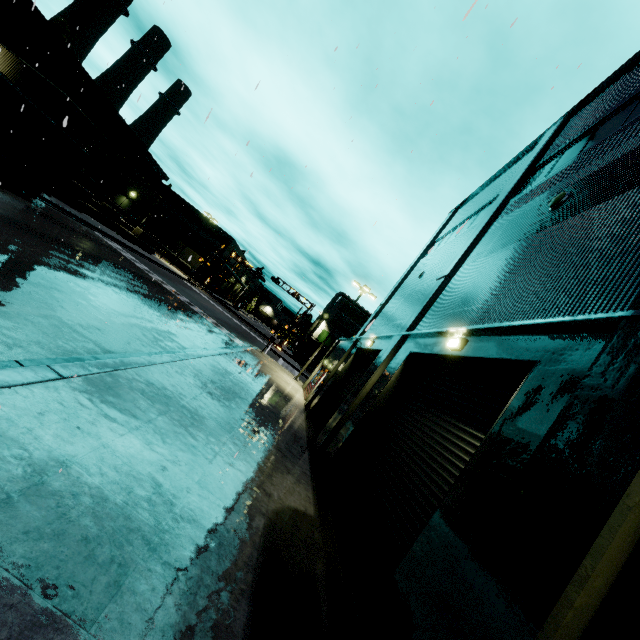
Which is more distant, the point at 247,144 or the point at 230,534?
Result: the point at 247,144

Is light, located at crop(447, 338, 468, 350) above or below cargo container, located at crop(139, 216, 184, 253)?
above

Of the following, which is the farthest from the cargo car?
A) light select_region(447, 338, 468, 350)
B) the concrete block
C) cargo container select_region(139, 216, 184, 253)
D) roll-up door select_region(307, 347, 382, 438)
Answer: the concrete block

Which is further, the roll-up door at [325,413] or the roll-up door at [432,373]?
the roll-up door at [325,413]

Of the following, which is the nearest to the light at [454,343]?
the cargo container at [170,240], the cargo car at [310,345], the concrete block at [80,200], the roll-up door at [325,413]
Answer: the roll-up door at [325,413]

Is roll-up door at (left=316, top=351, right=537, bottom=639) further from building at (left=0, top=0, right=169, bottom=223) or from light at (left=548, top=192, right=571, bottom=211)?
light at (left=548, top=192, right=571, bottom=211)

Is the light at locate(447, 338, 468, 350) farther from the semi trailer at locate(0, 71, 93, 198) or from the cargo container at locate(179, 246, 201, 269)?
the cargo container at locate(179, 246, 201, 269)

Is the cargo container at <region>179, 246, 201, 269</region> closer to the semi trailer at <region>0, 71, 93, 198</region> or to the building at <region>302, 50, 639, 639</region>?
the building at <region>302, 50, 639, 639</region>
